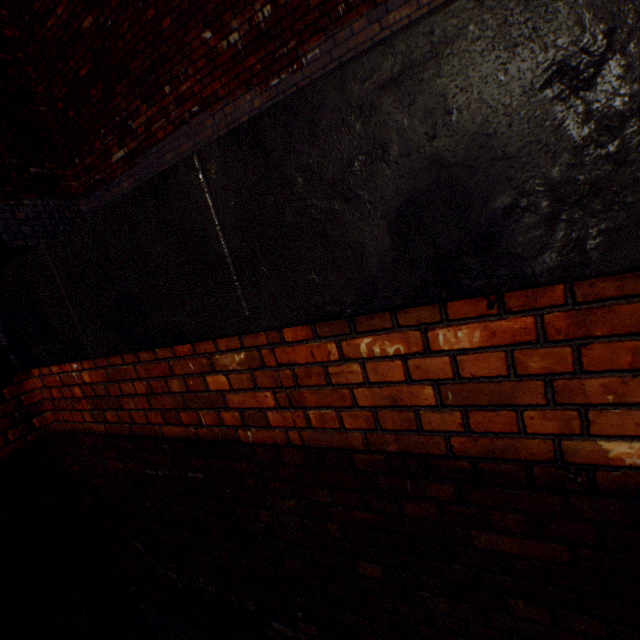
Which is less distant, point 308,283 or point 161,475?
point 308,283
